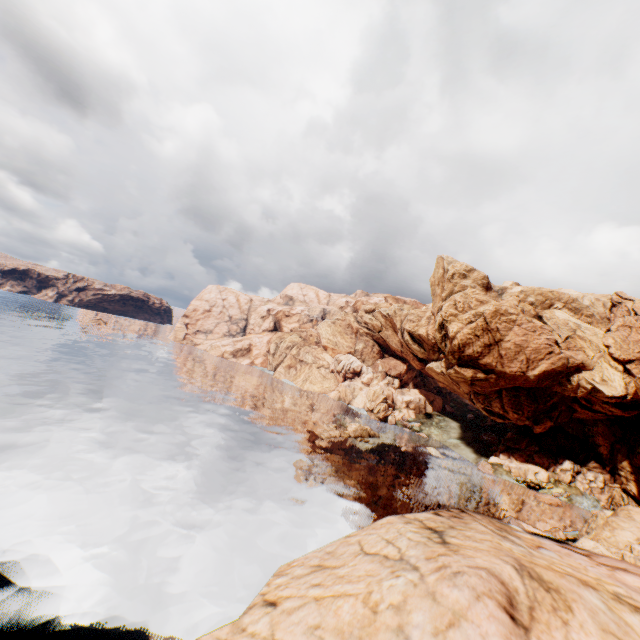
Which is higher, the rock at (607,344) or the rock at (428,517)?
the rock at (607,344)

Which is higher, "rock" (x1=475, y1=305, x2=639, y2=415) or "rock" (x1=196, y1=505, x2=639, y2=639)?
"rock" (x1=475, y1=305, x2=639, y2=415)

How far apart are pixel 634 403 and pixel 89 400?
92.21m

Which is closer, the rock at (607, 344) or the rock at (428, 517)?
the rock at (428, 517)

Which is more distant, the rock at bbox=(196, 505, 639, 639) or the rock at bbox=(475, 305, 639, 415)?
the rock at bbox=(475, 305, 639, 415)
